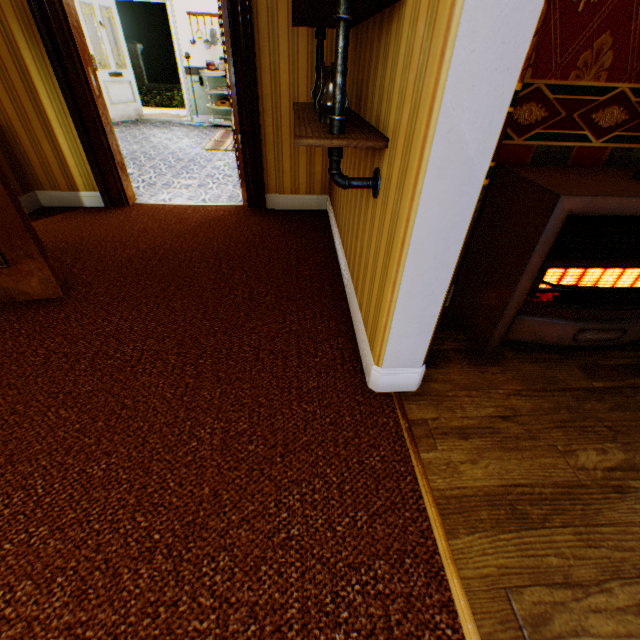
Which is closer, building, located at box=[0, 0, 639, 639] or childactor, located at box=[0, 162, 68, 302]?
building, located at box=[0, 0, 639, 639]

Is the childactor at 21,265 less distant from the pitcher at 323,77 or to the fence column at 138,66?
the pitcher at 323,77

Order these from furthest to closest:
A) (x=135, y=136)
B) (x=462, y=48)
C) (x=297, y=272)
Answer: (x=135, y=136)
(x=297, y=272)
(x=462, y=48)

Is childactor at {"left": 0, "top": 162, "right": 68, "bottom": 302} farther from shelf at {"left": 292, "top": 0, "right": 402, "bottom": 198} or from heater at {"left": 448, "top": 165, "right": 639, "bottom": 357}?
heater at {"left": 448, "top": 165, "right": 639, "bottom": 357}

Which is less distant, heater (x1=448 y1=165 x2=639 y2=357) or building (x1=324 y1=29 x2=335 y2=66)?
heater (x1=448 y1=165 x2=639 y2=357)

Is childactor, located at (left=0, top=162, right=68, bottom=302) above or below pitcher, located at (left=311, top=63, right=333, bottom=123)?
below

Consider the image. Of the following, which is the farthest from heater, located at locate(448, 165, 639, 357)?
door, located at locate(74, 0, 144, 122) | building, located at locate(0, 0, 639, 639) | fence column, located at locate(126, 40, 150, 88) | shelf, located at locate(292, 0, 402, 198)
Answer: fence column, located at locate(126, 40, 150, 88)

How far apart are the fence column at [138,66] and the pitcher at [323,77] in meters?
23.5
